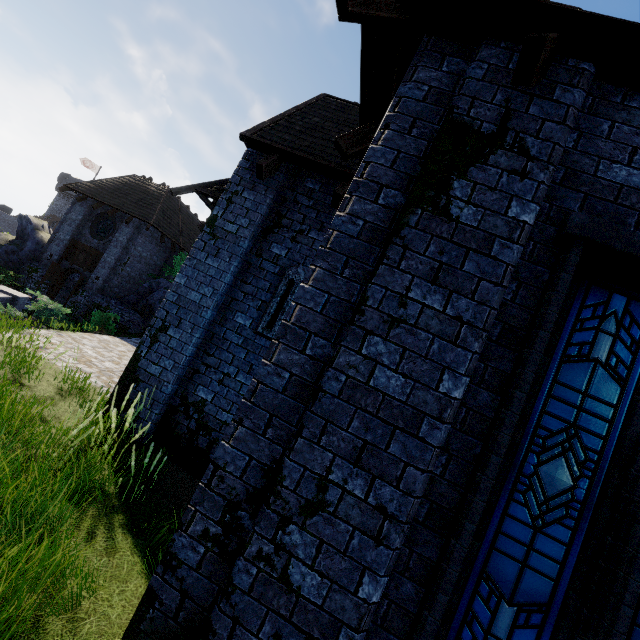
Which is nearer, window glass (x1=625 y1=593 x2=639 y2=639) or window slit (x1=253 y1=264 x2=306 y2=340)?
window glass (x1=625 y1=593 x2=639 y2=639)

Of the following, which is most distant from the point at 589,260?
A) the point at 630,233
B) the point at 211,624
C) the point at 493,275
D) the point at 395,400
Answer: the point at 211,624

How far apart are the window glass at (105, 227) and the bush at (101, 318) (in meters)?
6.70

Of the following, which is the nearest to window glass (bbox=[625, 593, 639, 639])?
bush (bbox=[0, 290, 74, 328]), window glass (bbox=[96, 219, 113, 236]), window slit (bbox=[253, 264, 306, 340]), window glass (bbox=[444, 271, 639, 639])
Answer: window glass (bbox=[444, 271, 639, 639])

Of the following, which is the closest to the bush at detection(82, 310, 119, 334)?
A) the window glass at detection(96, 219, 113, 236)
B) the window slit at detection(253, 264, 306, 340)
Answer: the window glass at detection(96, 219, 113, 236)

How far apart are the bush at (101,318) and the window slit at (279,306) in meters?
14.1

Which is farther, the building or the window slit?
the window slit

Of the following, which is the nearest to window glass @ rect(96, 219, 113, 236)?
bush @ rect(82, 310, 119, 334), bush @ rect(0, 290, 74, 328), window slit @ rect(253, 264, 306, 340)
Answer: bush @ rect(82, 310, 119, 334)
